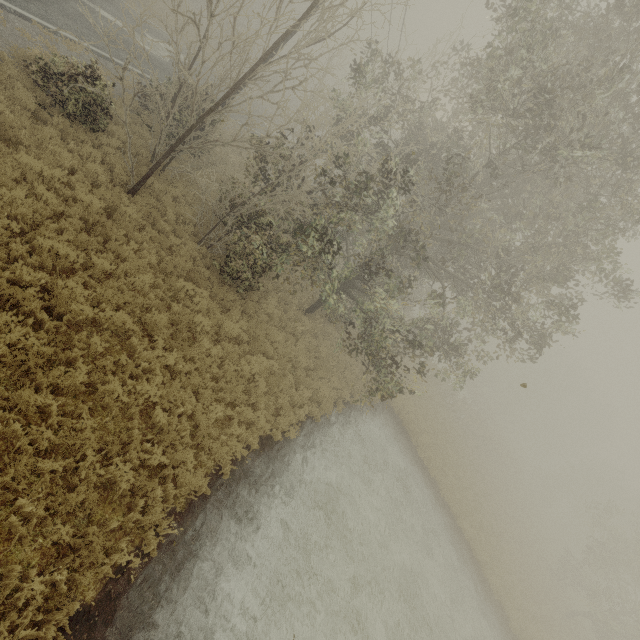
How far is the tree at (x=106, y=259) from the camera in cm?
833

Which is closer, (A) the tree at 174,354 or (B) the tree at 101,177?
(A) the tree at 174,354

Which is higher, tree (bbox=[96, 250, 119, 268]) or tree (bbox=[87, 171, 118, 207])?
tree (bbox=[87, 171, 118, 207])

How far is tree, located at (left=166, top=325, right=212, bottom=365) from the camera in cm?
860

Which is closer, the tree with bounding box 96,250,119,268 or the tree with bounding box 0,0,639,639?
the tree with bounding box 96,250,119,268

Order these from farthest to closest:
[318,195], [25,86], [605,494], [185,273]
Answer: [605,494] → [318,195] → [185,273] → [25,86]
